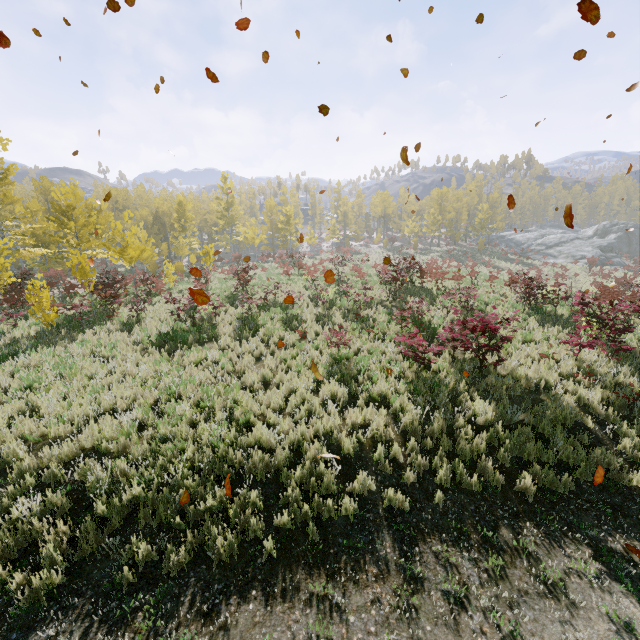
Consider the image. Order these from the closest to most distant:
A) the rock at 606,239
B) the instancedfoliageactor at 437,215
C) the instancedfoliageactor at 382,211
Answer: the rock at 606,239 → the instancedfoliageactor at 437,215 → the instancedfoliageactor at 382,211

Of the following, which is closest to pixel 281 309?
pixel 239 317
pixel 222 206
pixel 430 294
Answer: pixel 239 317

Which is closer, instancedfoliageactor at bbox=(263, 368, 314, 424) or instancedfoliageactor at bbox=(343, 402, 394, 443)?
instancedfoliageactor at bbox=(343, 402, 394, 443)

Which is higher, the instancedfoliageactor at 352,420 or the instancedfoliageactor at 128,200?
the instancedfoliageactor at 128,200

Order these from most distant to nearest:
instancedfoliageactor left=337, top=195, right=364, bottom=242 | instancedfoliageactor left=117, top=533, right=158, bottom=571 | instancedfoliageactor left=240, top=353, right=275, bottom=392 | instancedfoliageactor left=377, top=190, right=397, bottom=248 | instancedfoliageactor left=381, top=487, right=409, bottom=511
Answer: instancedfoliageactor left=337, top=195, right=364, bottom=242 < instancedfoliageactor left=377, top=190, right=397, bottom=248 < instancedfoliageactor left=240, top=353, right=275, bottom=392 < instancedfoliageactor left=381, top=487, right=409, bottom=511 < instancedfoliageactor left=117, top=533, right=158, bottom=571

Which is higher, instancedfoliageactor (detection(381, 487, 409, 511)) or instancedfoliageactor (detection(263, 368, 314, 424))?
instancedfoliageactor (detection(263, 368, 314, 424))
